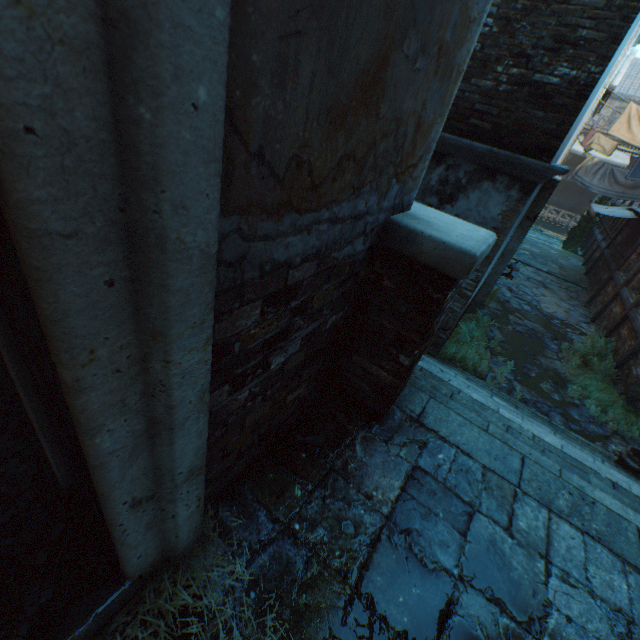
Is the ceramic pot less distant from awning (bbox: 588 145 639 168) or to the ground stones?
the ground stones

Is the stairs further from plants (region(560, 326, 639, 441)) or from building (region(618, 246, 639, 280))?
building (region(618, 246, 639, 280))

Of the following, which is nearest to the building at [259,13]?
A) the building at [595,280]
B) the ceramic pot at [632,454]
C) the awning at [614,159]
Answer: the awning at [614,159]

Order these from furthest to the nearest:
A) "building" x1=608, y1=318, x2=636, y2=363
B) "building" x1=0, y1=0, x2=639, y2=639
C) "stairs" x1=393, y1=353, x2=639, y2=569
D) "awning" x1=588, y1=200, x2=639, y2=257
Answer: "awning" x1=588, y1=200, x2=639, y2=257
"building" x1=608, y1=318, x2=636, y2=363
"stairs" x1=393, y1=353, x2=639, y2=569
"building" x1=0, y1=0, x2=639, y2=639

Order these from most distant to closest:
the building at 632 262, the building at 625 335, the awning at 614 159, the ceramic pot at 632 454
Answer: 1. the awning at 614 159
2. the building at 632 262
3. the building at 625 335
4. the ceramic pot at 632 454

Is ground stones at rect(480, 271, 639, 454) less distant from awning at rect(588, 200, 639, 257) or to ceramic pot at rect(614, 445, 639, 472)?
ceramic pot at rect(614, 445, 639, 472)

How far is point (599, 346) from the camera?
8.5m

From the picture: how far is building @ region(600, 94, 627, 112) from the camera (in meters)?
12.75
